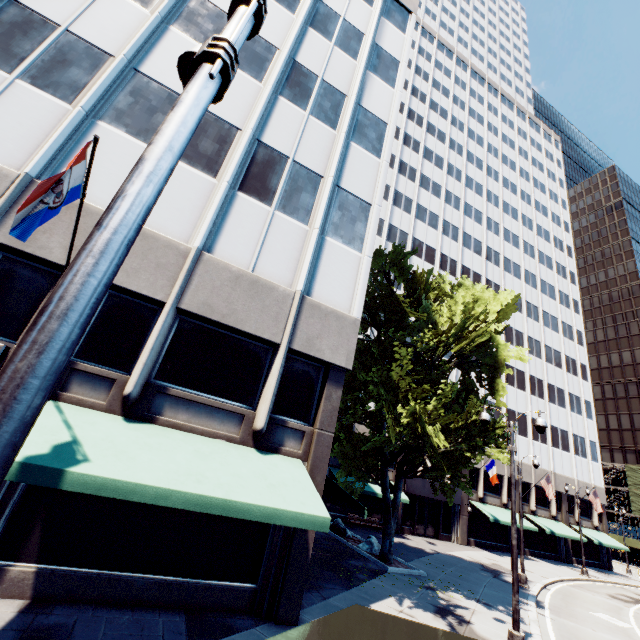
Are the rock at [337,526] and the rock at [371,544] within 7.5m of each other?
yes

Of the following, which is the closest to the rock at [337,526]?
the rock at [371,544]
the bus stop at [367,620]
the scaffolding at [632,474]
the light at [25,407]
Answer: the rock at [371,544]

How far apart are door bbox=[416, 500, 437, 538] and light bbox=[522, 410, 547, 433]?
21.5 meters

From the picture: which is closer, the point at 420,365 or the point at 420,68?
the point at 420,365

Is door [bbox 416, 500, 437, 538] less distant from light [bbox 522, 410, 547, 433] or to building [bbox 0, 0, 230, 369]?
building [bbox 0, 0, 230, 369]

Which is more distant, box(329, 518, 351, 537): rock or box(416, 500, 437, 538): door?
box(416, 500, 437, 538): door

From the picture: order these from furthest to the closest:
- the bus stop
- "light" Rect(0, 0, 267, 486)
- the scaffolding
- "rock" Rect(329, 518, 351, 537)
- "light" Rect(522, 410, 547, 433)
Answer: the scaffolding
"rock" Rect(329, 518, 351, 537)
"light" Rect(522, 410, 547, 433)
the bus stop
"light" Rect(0, 0, 267, 486)

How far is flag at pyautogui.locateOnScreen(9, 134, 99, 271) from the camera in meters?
5.5
